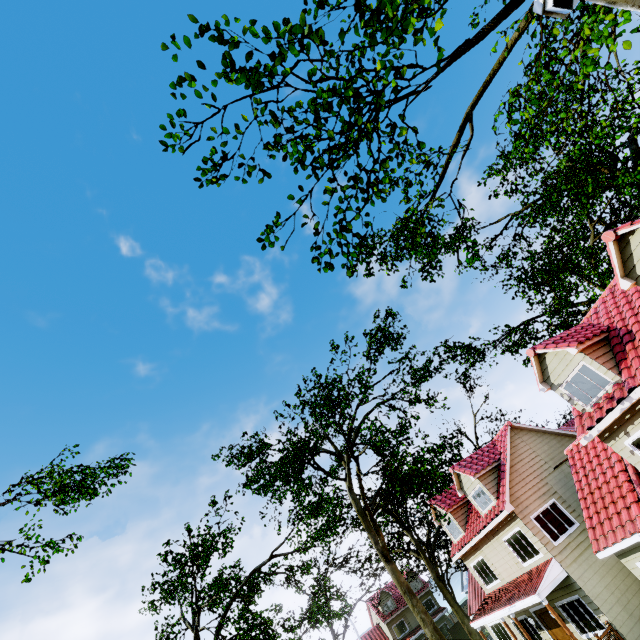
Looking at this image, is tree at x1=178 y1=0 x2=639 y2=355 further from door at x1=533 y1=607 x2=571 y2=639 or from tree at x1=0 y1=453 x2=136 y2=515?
door at x1=533 y1=607 x2=571 y2=639

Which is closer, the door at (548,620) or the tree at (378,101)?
the tree at (378,101)

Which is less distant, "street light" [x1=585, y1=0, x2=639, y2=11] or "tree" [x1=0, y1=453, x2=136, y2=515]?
"street light" [x1=585, y1=0, x2=639, y2=11]

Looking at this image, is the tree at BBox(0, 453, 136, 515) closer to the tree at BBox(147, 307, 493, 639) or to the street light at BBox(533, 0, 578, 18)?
the tree at BBox(147, 307, 493, 639)

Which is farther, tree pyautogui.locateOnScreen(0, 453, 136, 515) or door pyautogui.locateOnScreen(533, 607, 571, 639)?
tree pyautogui.locateOnScreen(0, 453, 136, 515)

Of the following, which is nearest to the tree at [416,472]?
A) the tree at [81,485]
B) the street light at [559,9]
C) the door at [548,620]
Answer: → the tree at [81,485]

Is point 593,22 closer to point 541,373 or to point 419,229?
point 419,229
